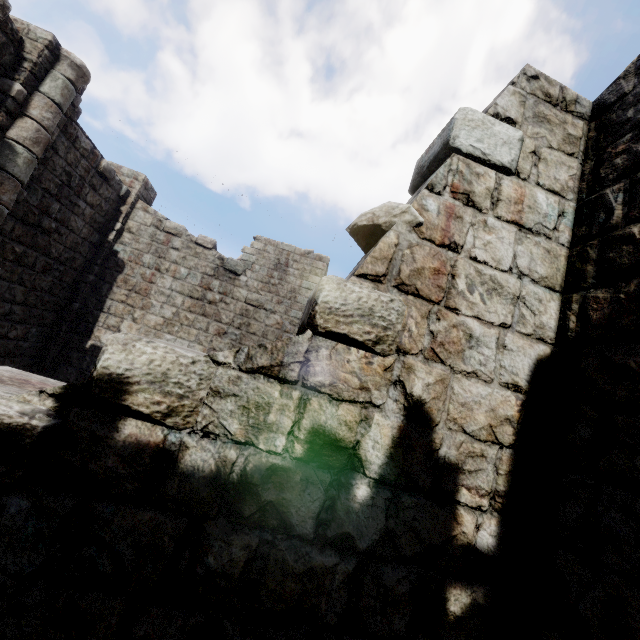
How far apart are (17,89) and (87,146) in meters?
2.7 m
